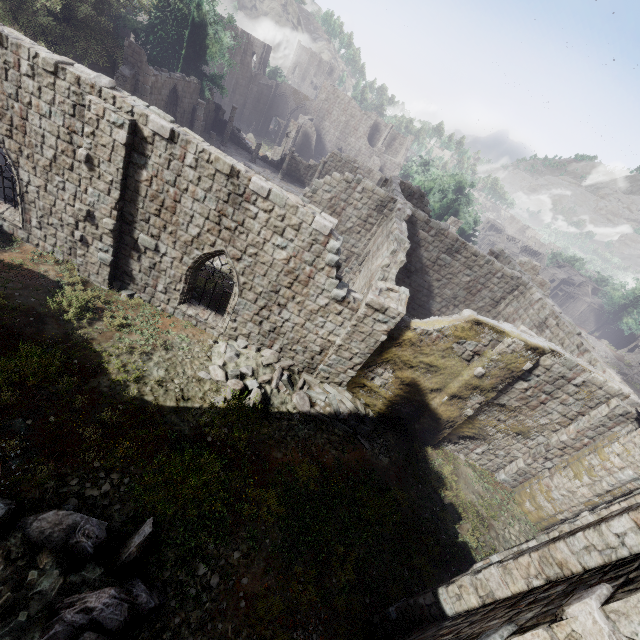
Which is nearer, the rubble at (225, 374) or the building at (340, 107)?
the rubble at (225, 374)

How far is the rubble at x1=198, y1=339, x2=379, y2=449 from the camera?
11.2m

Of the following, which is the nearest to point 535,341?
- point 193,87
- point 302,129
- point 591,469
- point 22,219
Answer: point 591,469

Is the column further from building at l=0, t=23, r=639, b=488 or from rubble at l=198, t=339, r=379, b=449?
rubble at l=198, t=339, r=379, b=449

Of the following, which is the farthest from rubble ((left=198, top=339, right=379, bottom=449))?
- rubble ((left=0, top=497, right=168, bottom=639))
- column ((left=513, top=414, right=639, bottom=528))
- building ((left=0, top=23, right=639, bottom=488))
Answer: column ((left=513, top=414, right=639, bottom=528))

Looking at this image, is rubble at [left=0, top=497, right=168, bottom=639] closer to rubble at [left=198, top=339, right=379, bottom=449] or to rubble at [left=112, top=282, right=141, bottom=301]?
rubble at [left=198, top=339, right=379, bottom=449]

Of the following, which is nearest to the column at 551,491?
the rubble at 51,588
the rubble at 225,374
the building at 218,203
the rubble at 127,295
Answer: the building at 218,203

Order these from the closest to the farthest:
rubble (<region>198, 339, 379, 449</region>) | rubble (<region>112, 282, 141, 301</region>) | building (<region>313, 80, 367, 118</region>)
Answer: Result: rubble (<region>198, 339, 379, 449</region>) → rubble (<region>112, 282, 141, 301</region>) → building (<region>313, 80, 367, 118</region>)
